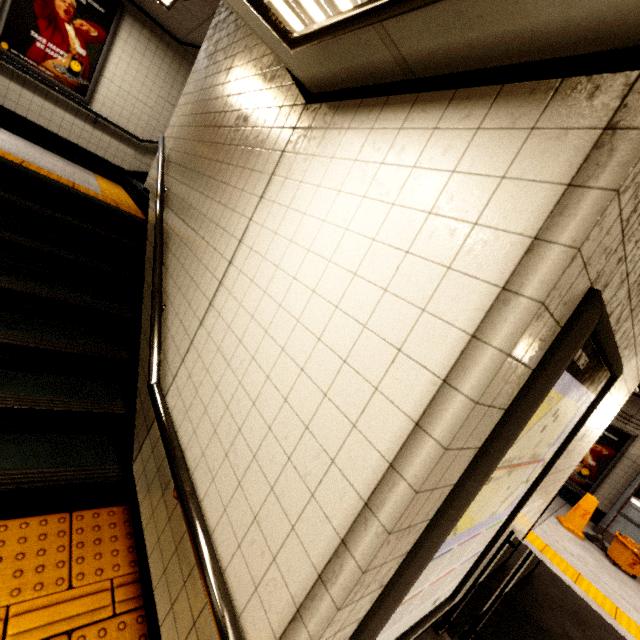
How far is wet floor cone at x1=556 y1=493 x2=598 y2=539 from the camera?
6.0m

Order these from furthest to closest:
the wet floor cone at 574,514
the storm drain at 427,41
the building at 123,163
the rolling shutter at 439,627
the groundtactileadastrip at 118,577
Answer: the wet floor cone at 574,514
the building at 123,163
the rolling shutter at 439,627
the groundtactileadastrip at 118,577
the storm drain at 427,41

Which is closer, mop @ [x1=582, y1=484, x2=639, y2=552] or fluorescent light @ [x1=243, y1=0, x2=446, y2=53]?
fluorescent light @ [x1=243, y1=0, x2=446, y2=53]

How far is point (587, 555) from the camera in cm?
551

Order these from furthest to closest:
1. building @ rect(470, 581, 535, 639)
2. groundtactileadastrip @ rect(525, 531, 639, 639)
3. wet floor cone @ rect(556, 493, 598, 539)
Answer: wet floor cone @ rect(556, 493, 598, 539) < groundtactileadastrip @ rect(525, 531, 639, 639) < building @ rect(470, 581, 535, 639)

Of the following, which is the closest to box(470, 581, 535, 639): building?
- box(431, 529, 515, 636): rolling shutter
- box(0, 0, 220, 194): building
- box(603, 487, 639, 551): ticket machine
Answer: box(431, 529, 515, 636): rolling shutter

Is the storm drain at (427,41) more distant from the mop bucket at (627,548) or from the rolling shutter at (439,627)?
the mop bucket at (627,548)

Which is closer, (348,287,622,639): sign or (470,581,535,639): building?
(348,287,622,639): sign
